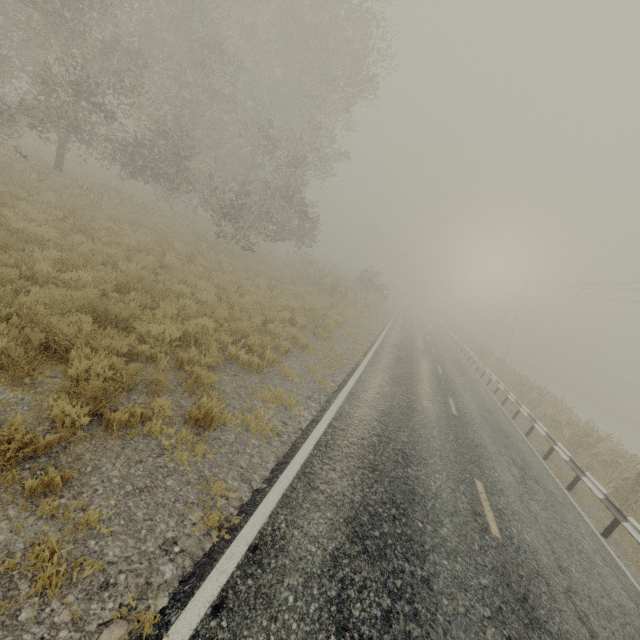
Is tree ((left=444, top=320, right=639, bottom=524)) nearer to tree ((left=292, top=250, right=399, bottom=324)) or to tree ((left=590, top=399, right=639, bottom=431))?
tree ((left=292, top=250, right=399, bottom=324))

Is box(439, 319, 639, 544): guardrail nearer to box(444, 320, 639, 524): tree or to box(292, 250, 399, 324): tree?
box(444, 320, 639, 524): tree

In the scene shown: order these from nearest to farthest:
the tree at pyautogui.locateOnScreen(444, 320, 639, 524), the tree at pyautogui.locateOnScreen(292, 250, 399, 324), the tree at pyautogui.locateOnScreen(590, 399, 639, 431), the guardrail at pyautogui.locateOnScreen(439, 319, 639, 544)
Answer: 1. the guardrail at pyautogui.locateOnScreen(439, 319, 639, 544)
2. the tree at pyautogui.locateOnScreen(444, 320, 639, 524)
3. the tree at pyautogui.locateOnScreen(292, 250, 399, 324)
4. the tree at pyautogui.locateOnScreen(590, 399, 639, 431)

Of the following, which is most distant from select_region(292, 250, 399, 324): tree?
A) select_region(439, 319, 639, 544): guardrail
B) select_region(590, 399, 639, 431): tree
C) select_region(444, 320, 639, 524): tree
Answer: select_region(590, 399, 639, 431): tree

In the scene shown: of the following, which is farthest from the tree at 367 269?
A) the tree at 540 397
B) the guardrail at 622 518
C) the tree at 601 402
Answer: the tree at 601 402

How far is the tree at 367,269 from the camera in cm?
2323

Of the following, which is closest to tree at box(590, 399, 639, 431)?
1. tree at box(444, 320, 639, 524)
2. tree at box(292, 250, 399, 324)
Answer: tree at box(444, 320, 639, 524)

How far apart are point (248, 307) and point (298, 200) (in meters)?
10.95
